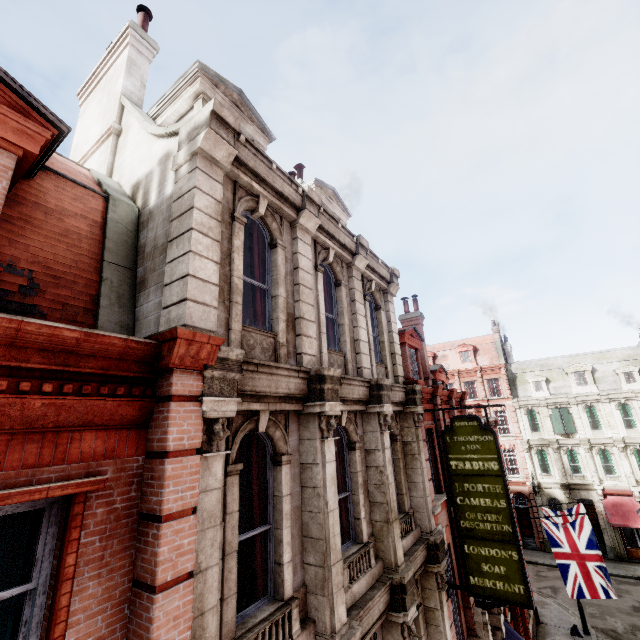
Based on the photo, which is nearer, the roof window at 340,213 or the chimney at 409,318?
the roof window at 340,213

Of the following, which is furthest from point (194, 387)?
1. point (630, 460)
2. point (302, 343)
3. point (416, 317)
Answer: point (630, 460)

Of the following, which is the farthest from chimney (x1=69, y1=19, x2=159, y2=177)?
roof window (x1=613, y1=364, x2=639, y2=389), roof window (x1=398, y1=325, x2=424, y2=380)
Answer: roof window (x1=613, y1=364, x2=639, y2=389)

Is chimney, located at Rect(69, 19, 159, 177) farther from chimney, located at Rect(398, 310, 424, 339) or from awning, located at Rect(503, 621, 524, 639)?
awning, located at Rect(503, 621, 524, 639)

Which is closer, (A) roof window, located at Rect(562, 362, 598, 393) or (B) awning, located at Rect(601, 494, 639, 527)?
(B) awning, located at Rect(601, 494, 639, 527)

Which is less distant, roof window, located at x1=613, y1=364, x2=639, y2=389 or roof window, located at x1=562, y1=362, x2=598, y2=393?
roof window, located at x1=613, y1=364, x2=639, y2=389

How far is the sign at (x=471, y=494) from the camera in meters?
8.0

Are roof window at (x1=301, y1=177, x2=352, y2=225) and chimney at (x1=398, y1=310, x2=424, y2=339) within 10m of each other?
yes
